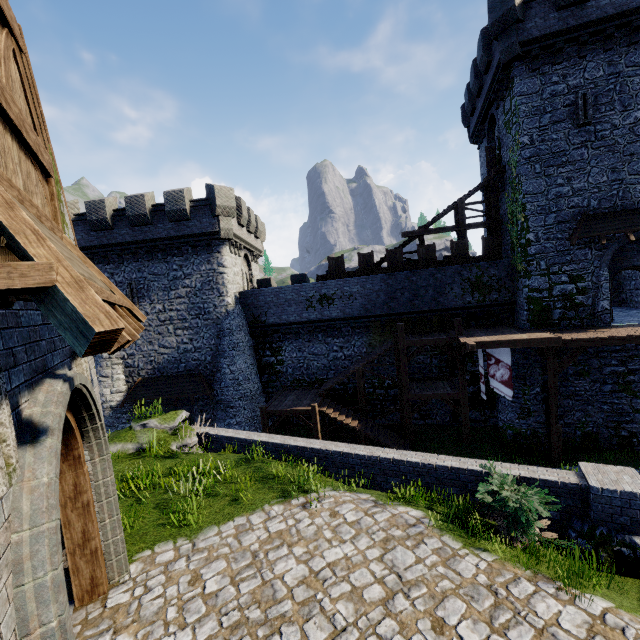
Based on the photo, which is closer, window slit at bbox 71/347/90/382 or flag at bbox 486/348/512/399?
window slit at bbox 71/347/90/382

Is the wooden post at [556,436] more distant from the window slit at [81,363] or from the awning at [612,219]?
the window slit at [81,363]

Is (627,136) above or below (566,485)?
above

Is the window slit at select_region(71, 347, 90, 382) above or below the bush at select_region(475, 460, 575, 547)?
above

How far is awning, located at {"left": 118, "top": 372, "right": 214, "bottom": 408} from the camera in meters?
21.0 m

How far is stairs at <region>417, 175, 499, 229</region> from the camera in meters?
20.3

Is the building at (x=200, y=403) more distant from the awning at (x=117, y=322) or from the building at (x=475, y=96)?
the building at (x=475, y=96)

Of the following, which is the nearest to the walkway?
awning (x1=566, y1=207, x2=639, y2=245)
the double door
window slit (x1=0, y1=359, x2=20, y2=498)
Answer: awning (x1=566, y1=207, x2=639, y2=245)
